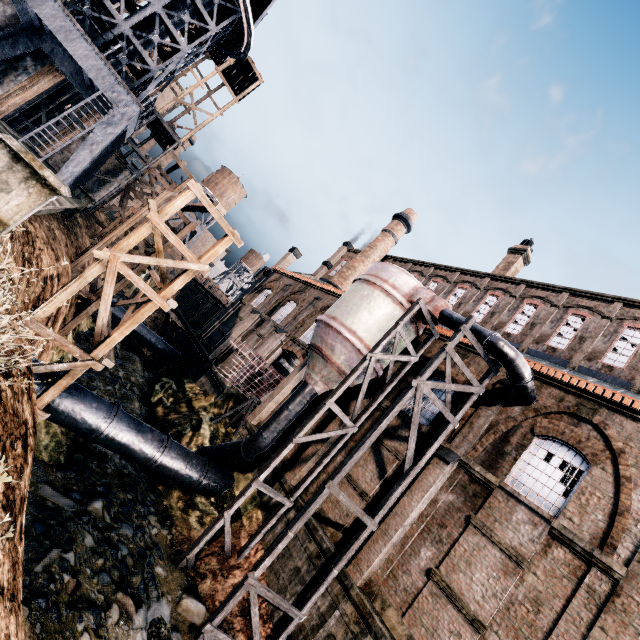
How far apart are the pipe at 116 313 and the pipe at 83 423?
18.4 meters

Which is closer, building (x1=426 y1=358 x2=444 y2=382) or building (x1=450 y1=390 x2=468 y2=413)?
building (x1=450 y1=390 x2=468 y2=413)

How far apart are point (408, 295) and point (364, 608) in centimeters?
1376cm

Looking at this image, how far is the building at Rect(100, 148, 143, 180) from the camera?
31.25m

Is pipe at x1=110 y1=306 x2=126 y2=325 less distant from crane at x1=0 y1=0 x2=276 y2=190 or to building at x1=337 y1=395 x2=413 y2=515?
building at x1=337 y1=395 x2=413 y2=515

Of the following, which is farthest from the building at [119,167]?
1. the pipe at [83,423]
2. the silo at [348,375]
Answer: the silo at [348,375]

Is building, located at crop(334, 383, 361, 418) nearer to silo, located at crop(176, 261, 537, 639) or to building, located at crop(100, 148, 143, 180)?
silo, located at crop(176, 261, 537, 639)

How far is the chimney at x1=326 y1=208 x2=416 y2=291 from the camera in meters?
35.1
